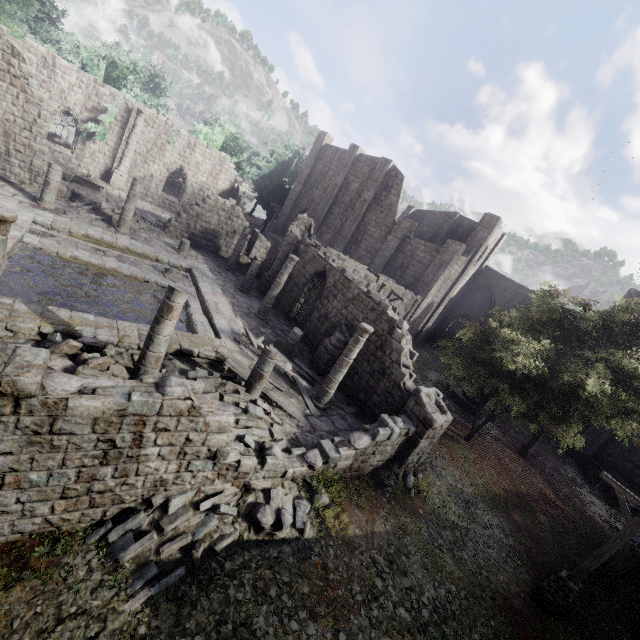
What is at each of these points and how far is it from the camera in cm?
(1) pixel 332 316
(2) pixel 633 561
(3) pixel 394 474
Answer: (1) building, 1750
(2) building, 1272
(3) rubble, 1252

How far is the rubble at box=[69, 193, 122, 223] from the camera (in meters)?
18.70

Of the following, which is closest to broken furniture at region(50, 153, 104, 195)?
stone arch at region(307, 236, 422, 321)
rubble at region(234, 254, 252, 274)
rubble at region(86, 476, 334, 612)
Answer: rubble at region(234, 254, 252, 274)

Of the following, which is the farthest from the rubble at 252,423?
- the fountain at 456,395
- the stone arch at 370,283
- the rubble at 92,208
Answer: the fountain at 456,395

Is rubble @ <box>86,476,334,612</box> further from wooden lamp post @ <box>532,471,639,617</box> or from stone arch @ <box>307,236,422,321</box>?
stone arch @ <box>307,236,422,321</box>

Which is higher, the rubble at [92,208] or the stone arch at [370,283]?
the stone arch at [370,283]

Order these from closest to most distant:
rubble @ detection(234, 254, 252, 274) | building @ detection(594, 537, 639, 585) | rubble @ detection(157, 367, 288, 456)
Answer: rubble @ detection(157, 367, 288, 456) < building @ detection(594, 537, 639, 585) < rubble @ detection(234, 254, 252, 274)

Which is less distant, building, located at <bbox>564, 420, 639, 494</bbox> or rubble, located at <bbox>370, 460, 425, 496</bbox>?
rubble, located at <bbox>370, 460, 425, 496</bbox>
